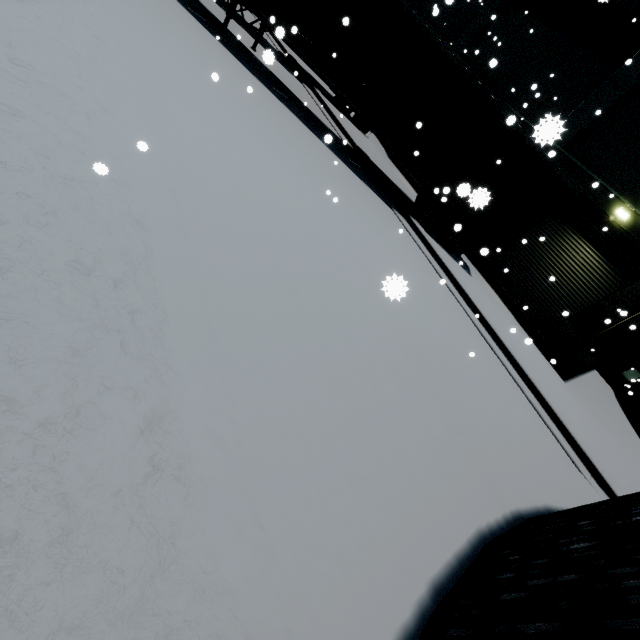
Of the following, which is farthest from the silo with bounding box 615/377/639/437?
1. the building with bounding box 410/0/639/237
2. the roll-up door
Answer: the roll-up door

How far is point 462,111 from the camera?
9.5m

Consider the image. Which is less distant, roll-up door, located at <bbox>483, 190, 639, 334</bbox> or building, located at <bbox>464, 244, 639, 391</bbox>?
building, located at <bbox>464, 244, 639, 391</bbox>

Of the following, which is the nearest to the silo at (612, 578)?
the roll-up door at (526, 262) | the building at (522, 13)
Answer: the building at (522, 13)

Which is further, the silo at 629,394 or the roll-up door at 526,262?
the silo at 629,394

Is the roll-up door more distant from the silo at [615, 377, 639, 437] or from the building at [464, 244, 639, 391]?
the silo at [615, 377, 639, 437]

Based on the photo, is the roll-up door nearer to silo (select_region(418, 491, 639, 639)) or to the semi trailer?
the semi trailer
